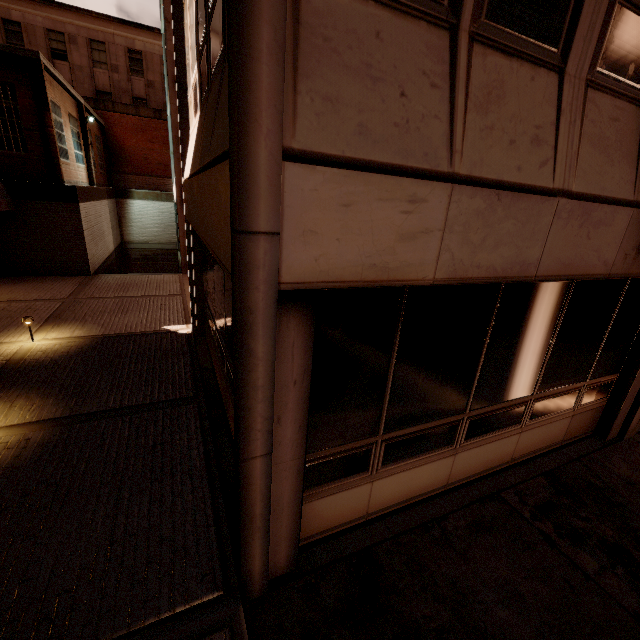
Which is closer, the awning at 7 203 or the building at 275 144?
the building at 275 144

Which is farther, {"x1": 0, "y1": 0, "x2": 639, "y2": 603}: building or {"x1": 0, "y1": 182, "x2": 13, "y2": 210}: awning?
{"x1": 0, "y1": 182, "x2": 13, "y2": 210}: awning

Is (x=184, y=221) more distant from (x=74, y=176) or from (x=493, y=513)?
(x=493, y=513)
